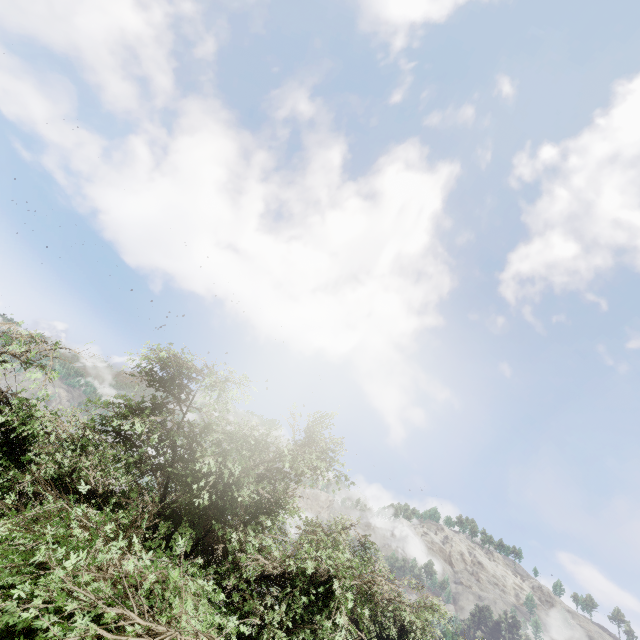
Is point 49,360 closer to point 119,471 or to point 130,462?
point 130,462
